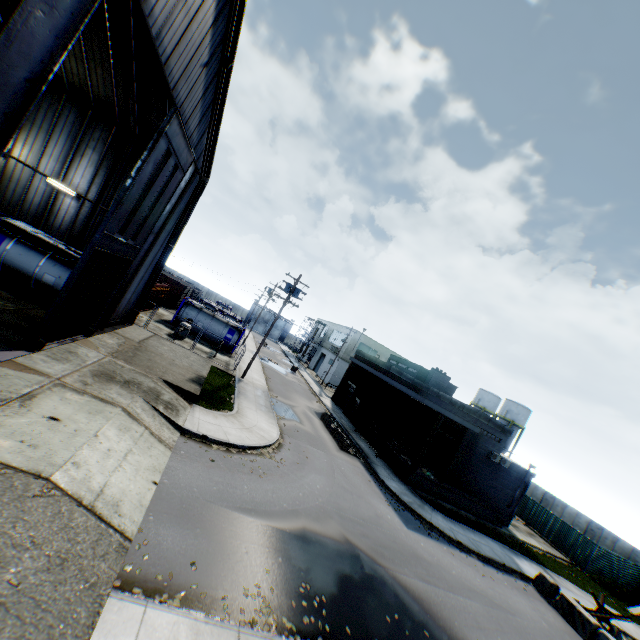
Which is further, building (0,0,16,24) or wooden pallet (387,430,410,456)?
wooden pallet (387,430,410,456)

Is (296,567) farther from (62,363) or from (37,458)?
(62,363)

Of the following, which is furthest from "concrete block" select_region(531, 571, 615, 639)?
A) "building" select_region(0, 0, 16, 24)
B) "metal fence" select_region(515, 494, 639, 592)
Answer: "building" select_region(0, 0, 16, 24)

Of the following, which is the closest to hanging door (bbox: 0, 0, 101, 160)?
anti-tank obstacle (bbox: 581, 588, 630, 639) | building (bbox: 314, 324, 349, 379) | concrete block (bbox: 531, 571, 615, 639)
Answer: concrete block (bbox: 531, 571, 615, 639)

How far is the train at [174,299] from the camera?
40.8m

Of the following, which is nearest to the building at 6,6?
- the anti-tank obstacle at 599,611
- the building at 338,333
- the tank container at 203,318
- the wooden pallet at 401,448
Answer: the tank container at 203,318

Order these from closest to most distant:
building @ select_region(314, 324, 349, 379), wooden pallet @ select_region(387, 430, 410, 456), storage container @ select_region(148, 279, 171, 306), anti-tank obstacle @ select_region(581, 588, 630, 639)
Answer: anti-tank obstacle @ select_region(581, 588, 630, 639)
wooden pallet @ select_region(387, 430, 410, 456)
storage container @ select_region(148, 279, 171, 306)
building @ select_region(314, 324, 349, 379)

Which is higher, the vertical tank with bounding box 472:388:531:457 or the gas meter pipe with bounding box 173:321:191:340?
the vertical tank with bounding box 472:388:531:457
